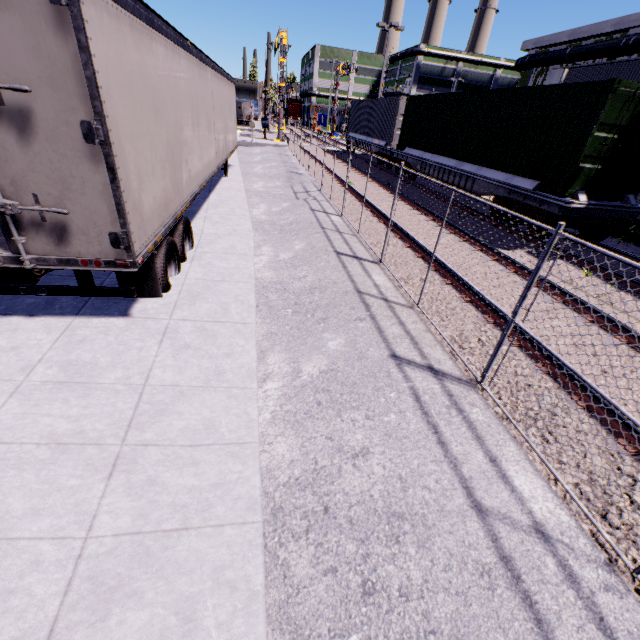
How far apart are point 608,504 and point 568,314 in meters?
4.1 m

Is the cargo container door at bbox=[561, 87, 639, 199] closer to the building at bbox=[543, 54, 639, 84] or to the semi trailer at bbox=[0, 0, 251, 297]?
the building at bbox=[543, 54, 639, 84]

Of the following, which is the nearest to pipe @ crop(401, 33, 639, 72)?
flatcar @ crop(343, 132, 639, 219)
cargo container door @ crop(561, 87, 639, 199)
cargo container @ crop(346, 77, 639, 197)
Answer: cargo container @ crop(346, 77, 639, 197)

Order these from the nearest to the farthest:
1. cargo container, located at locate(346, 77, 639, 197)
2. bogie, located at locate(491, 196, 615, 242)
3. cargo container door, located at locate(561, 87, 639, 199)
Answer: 1. cargo container door, located at locate(561, 87, 639, 199)
2. cargo container, located at locate(346, 77, 639, 197)
3. bogie, located at locate(491, 196, 615, 242)

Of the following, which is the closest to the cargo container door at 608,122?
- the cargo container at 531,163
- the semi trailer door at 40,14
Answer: the cargo container at 531,163

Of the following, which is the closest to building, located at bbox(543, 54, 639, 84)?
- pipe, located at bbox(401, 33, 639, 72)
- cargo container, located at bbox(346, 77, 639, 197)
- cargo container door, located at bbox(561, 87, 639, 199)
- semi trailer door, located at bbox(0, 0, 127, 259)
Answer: pipe, located at bbox(401, 33, 639, 72)

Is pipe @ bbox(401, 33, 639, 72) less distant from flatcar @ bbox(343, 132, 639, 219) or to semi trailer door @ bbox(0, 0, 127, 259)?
flatcar @ bbox(343, 132, 639, 219)

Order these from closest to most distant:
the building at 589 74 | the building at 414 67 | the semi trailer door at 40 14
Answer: the semi trailer door at 40 14
the building at 589 74
the building at 414 67
